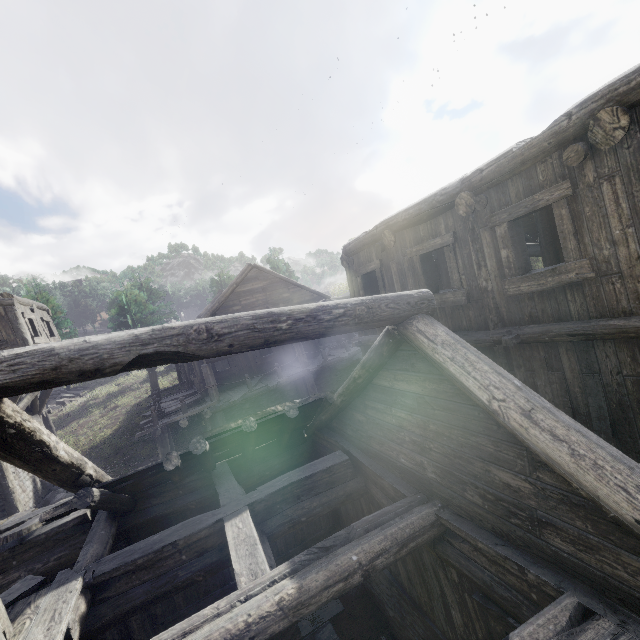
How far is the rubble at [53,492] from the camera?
14.0 meters

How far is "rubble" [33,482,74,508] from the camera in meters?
14.0 m

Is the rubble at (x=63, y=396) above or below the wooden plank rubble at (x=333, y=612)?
above

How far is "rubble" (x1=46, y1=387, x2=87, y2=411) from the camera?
28.5m

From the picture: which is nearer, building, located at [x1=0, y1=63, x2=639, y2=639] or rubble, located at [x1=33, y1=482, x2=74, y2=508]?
building, located at [x1=0, y1=63, x2=639, y2=639]

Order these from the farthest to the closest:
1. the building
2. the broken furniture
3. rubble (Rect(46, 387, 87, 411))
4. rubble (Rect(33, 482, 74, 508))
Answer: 1. rubble (Rect(46, 387, 87, 411))
2. rubble (Rect(33, 482, 74, 508))
3. the broken furniture
4. the building

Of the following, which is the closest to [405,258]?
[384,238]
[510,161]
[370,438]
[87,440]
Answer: [384,238]

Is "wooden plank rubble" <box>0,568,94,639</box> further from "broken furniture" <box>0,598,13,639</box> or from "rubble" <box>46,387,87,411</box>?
"rubble" <box>46,387,87,411</box>
